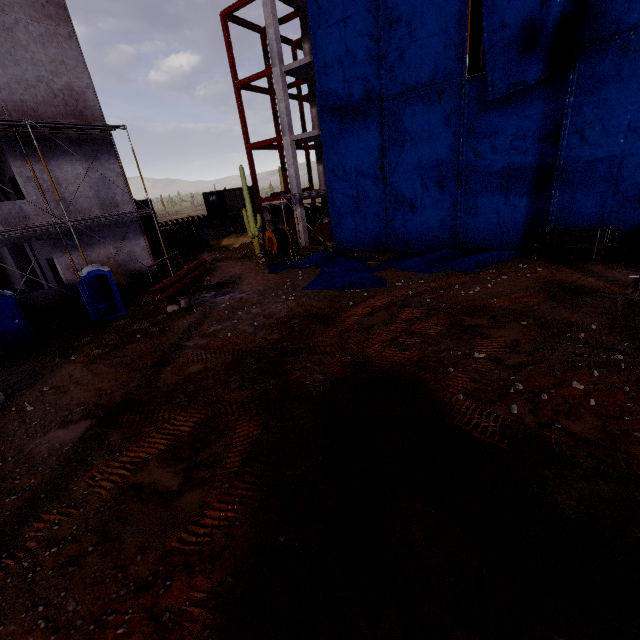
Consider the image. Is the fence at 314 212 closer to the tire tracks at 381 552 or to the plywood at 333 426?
the tire tracks at 381 552

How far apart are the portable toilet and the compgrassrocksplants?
0.66m

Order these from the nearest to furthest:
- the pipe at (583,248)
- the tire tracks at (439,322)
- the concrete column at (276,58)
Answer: the tire tracks at (439,322) → the pipe at (583,248) → the concrete column at (276,58)

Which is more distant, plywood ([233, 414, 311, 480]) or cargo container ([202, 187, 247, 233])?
cargo container ([202, 187, 247, 233])

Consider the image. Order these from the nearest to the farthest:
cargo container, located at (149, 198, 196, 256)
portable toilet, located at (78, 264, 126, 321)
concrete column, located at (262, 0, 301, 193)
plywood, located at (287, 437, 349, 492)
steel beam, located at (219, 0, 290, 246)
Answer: plywood, located at (287, 437, 349, 492) → portable toilet, located at (78, 264, 126, 321) → concrete column, located at (262, 0, 301, 193) → steel beam, located at (219, 0, 290, 246) → cargo container, located at (149, 198, 196, 256)

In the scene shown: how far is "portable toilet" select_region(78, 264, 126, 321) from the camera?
14.24m

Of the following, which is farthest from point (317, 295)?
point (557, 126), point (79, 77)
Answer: point (79, 77)

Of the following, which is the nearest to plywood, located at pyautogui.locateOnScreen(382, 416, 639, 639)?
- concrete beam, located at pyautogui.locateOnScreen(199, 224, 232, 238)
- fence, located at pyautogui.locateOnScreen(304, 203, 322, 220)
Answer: fence, located at pyautogui.locateOnScreen(304, 203, 322, 220)
